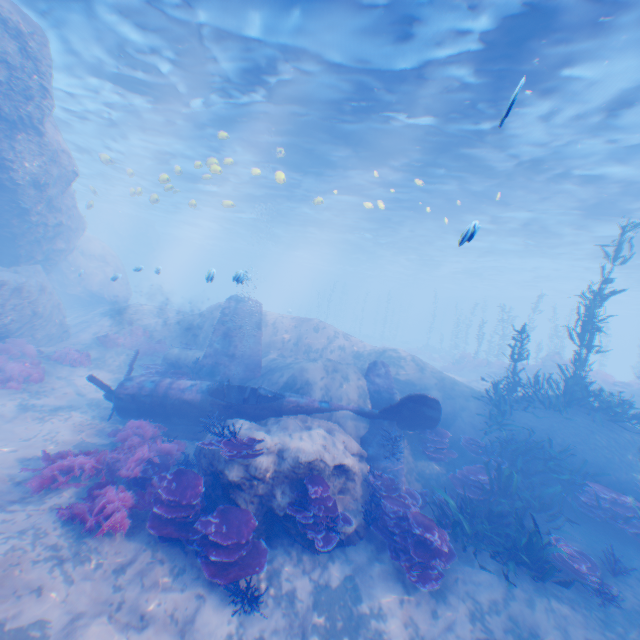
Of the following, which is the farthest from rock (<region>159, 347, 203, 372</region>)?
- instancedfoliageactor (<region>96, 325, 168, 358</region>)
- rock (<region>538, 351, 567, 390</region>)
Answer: rock (<region>538, 351, 567, 390</region>)

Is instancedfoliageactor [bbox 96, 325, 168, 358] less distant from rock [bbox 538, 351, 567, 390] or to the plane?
the plane

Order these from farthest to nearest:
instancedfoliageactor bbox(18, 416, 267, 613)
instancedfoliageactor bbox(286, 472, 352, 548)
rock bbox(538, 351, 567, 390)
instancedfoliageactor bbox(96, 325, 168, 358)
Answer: rock bbox(538, 351, 567, 390)
instancedfoliageactor bbox(96, 325, 168, 358)
instancedfoliageactor bbox(286, 472, 352, 548)
instancedfoliageactor bbox(18, 416, 267, 613)

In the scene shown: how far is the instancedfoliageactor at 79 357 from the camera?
14.0m

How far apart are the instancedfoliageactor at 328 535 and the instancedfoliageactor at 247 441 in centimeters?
125cm

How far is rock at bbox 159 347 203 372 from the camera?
14.2m

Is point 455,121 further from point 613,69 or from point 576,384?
point 576,384
